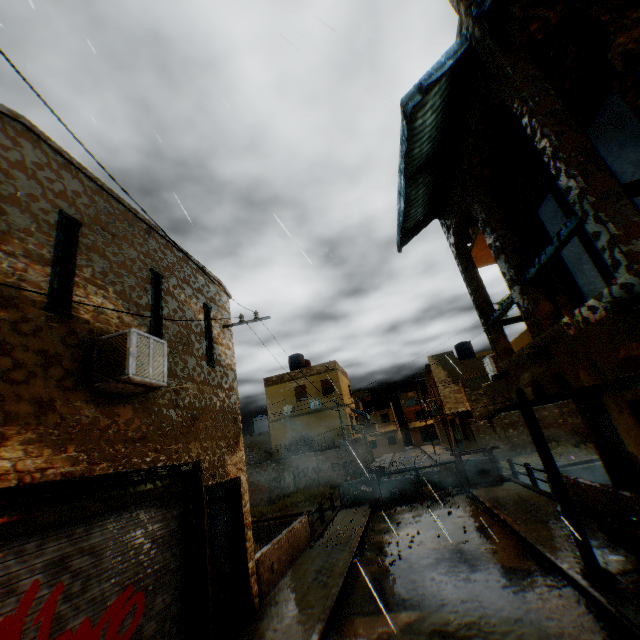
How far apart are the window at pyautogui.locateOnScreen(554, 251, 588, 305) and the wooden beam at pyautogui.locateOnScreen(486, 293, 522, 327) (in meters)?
1.51

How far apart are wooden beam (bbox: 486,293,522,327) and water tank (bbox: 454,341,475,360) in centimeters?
2572cm

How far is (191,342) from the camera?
7.8m

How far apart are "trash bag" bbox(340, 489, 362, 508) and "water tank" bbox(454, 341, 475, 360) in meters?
18.9

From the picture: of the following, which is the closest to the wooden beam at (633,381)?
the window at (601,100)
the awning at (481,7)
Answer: the window at (601,100)

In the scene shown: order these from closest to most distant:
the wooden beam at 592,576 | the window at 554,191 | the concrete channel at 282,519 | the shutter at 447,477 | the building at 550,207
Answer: the wooden beam at 592,576 → the window at 554,191 → the building at 550,207 → the shutter at 447,477 → the concrete channel at 282,519

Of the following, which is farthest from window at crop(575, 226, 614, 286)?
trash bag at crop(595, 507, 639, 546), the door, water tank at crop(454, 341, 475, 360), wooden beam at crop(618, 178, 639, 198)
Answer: water tank at crop(454, 341, 475, 360)

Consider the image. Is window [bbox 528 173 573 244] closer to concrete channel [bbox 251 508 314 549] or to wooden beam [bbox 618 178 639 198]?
wooden beam [bbox 618 178 639 198]
